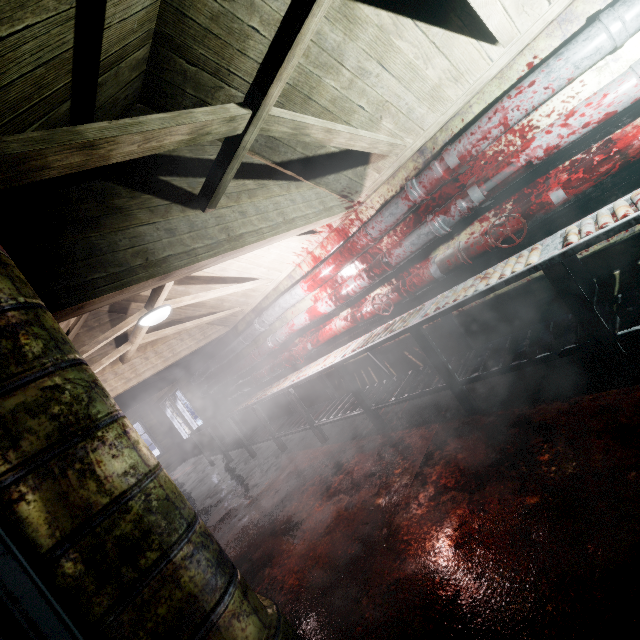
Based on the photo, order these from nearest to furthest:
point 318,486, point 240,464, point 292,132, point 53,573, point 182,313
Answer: point 53,573 → point 292,132 → point 318,486 → point 182,313 → point 240,464

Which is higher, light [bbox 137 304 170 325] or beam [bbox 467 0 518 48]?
light [bbox 137 304 170 325]

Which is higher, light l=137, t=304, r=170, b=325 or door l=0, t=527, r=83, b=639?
light l=137, t=304, r=170, b=325

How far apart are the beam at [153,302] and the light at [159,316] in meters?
0.0 m

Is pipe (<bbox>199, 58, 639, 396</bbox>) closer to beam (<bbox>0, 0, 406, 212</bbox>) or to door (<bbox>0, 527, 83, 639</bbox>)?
beam (<bbox>0, 0, 406, 212</bbox>)

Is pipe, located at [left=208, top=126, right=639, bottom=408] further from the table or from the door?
the door

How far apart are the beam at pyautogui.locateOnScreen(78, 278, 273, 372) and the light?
0.04m

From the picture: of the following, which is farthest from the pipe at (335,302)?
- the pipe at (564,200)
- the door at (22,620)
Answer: the door at (22,620)
